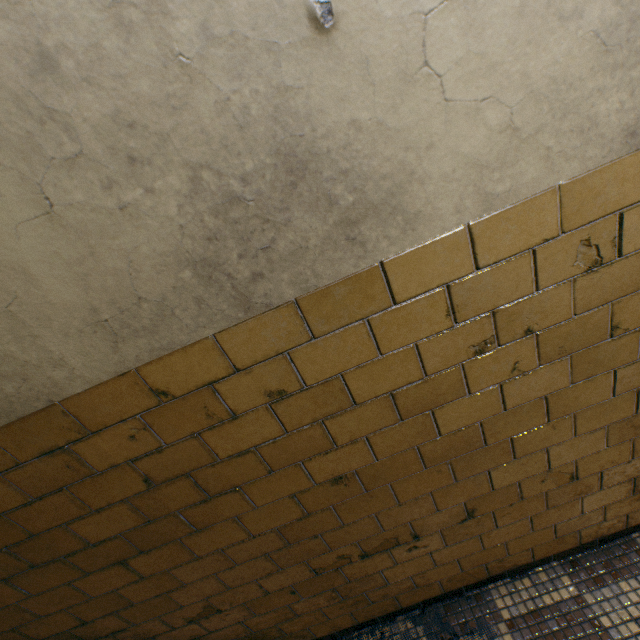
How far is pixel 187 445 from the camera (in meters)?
1.05
